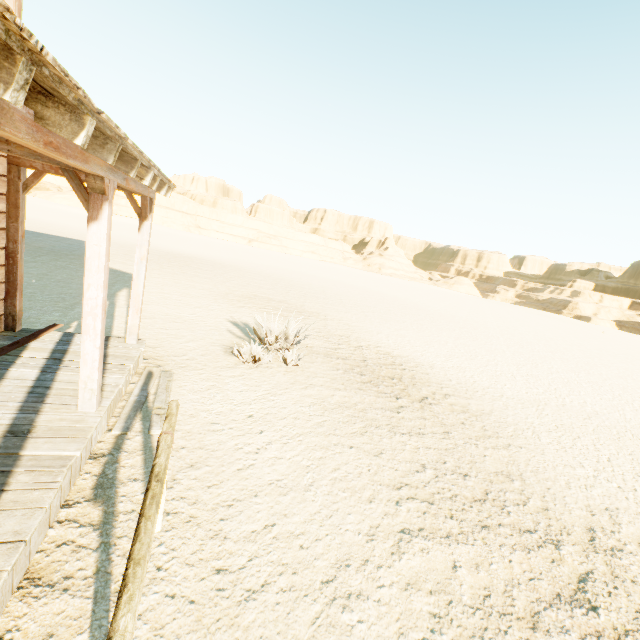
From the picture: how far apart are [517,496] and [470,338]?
14.6m
